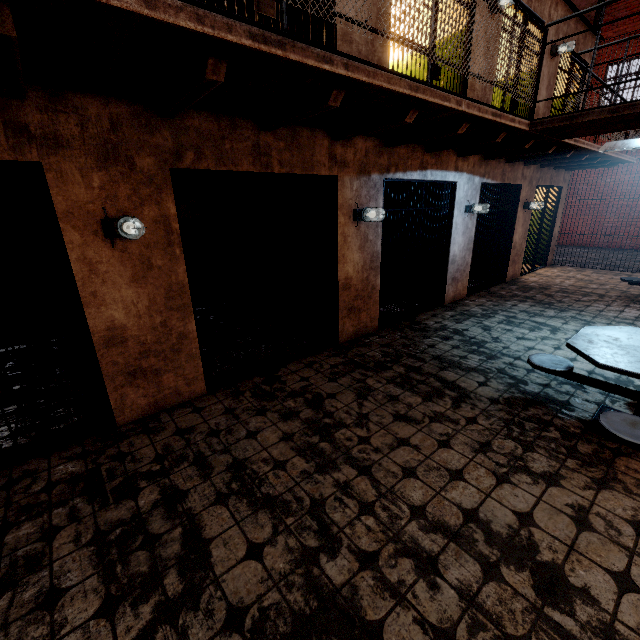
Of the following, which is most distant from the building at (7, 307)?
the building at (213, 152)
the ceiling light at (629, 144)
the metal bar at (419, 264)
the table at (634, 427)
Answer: the ceiling light at (629, 144)

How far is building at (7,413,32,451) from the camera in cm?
297

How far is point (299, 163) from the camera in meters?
3.8

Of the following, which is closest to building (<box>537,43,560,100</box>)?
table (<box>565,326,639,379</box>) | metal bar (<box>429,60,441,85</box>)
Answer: metal bar (<box>429,60,441,85</box>)

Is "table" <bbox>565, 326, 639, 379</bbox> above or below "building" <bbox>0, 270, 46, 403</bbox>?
above

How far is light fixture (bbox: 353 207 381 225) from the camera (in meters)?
4.44

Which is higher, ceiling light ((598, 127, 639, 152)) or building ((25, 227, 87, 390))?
ceiling light ((598, 127, 639, 152))

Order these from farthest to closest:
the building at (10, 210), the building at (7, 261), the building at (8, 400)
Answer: the building at (10, 210), the building at (7, 261), the building at (8, 400)
